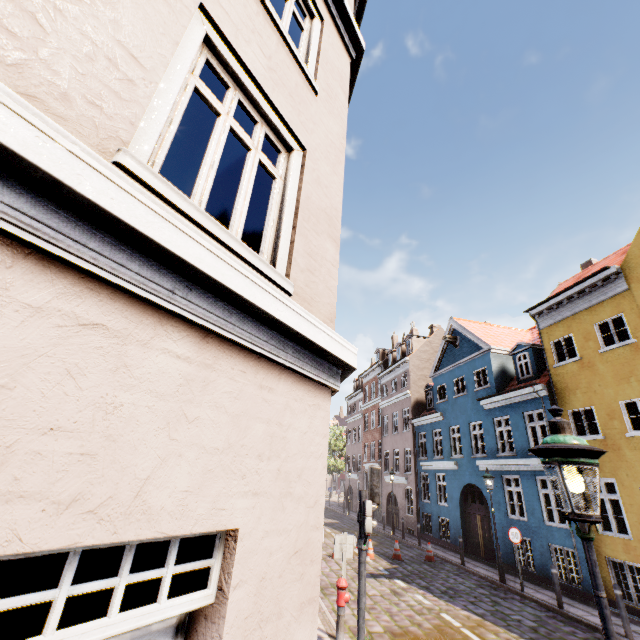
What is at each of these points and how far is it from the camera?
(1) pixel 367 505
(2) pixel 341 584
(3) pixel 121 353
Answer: (1) pedestrian light, 6.3 meters
(2) hydrant, 6.9 meters
(3) building, 1.6 meters

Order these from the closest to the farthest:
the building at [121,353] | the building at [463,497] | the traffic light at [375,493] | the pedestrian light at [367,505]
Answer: the building at [121,353], the pedestrian light at [367,505], the traffic light at [375,493], the building at [463,497]

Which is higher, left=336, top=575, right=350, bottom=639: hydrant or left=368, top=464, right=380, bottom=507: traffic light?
left=368, top=464, right=380, bottom=507: traffic light

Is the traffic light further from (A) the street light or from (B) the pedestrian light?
(A) the street light

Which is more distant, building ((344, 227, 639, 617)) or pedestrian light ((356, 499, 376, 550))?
building ((344, 227, 639, 617))

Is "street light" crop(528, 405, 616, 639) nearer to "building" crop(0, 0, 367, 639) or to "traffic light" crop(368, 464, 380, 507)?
"building" crop(0, 0, 367, 639)

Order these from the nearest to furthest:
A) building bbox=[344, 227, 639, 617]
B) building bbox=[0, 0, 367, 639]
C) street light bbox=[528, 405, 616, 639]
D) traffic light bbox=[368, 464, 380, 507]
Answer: building bbox=[0, 0, 367, 639]
street light bbox=[528, 405, 616, 639]
traffic light bbox=[368, 464, 380, 507]
building bbox=[344, 227, 639, 617]

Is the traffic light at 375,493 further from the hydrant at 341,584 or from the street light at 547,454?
the street light at 547,454
